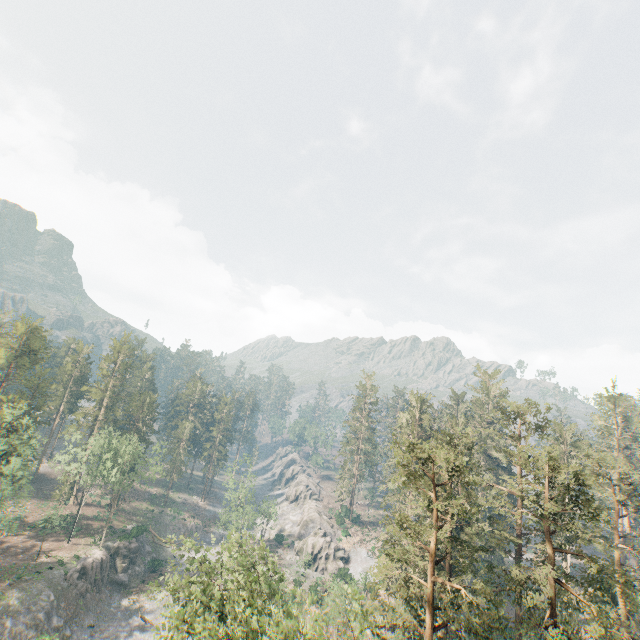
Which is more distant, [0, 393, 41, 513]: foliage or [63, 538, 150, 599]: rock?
[63, 538, 150, 599]: rock

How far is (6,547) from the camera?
50.7 meters

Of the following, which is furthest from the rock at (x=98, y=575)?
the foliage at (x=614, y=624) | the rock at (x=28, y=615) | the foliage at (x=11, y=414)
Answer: the foliage at (x=614, y=624)

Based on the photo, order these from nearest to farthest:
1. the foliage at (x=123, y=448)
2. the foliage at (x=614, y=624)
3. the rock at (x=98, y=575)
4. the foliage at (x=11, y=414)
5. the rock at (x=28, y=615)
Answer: the foliage at (x=614, y=624) < the rock at (x=28, y=615) < the foliage at (x=11, y=414) < the rock at (x=98, y=575) < the foliage at (x=123, y=448)

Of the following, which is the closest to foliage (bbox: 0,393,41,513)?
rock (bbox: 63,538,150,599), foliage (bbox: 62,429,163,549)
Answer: foliage (bbox: 62,429,163,549)

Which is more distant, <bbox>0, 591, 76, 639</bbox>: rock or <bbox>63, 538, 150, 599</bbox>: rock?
<bbox>63, 538, 150, 599</bbox>: rock

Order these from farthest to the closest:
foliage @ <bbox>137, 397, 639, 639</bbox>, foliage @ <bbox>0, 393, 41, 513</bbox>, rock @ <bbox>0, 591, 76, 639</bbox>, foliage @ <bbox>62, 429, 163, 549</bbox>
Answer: foliage @ <bbox>62, 429, 163, 549</bbox>
foliage @ <bbox>0, 393, 41, 513</bbox>
rock @ <bbox>0, 591, 76, 639</bbox>
foliage @ <bbox>137, 397, 639, 639</bbox>

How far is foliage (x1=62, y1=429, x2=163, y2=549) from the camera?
55.2m
